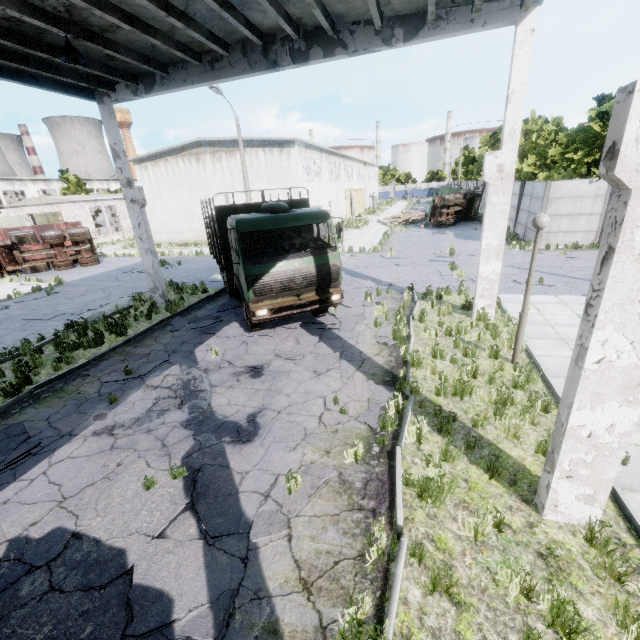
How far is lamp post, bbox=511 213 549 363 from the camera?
6.5m

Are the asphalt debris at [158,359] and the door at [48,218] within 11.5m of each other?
no

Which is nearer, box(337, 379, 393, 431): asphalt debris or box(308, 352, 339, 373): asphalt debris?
box(337, 379, 393, 431): asphalt debris

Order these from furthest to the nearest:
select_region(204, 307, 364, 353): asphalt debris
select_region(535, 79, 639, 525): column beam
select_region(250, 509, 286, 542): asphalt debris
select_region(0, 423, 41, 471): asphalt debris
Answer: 1. select_region(204, 307, 364, 353): asphalt debris
2. select_region(0, 423, 41, 471): asphalt debris
3. select_region(250, 509, 286, 542): asphalt debris
4. select_region(535, 79, 639, 525): column beam

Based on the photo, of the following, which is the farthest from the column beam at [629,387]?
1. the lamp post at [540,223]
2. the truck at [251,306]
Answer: the lamp post at [540,223]

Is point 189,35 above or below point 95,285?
above

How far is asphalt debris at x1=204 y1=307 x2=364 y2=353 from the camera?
9.5 meters

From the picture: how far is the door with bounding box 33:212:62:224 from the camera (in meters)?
34.71
